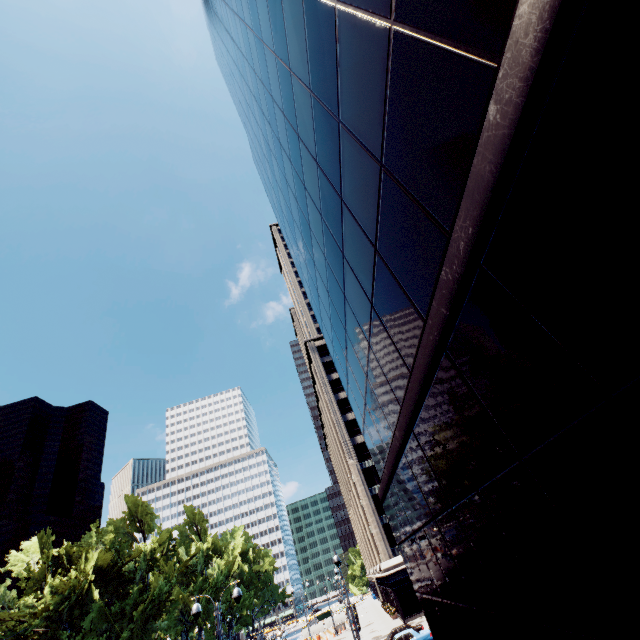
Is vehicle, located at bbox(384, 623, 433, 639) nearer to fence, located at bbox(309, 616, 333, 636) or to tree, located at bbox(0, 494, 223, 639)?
tree, located at bbox(0, 494, 223, 639)

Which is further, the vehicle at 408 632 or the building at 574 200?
the vehicle at 408 632

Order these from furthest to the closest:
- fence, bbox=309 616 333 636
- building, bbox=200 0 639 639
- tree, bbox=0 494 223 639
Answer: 1. fence, bbox=309 616 333 636
2. tree, bbox=0 494 223 639
3. building, bbox=200 0 639 639

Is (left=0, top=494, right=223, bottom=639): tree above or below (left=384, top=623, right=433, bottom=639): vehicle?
above

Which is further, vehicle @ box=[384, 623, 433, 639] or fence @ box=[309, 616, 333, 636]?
fence @ box=[309, 616, 333, 636]

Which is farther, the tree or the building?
the tree

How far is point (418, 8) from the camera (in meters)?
3.26

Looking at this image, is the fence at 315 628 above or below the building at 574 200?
below
